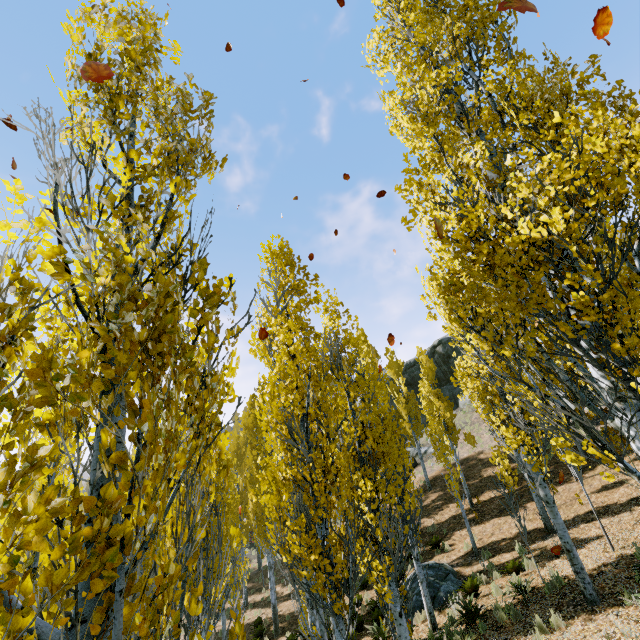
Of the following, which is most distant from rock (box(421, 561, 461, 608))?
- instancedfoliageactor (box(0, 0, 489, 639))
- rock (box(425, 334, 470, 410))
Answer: rock (box(425, 334, 470, 410))

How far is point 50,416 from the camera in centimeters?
239cm

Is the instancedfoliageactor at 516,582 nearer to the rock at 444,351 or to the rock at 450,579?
the rock at 450,579

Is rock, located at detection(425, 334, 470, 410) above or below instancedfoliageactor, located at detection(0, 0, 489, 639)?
above

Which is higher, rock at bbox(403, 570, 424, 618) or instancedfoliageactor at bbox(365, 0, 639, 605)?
instancedfoliageactor at bbox(365, 0, 639, 605)

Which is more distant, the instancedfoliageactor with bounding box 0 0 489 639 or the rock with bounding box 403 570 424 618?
the rock with bounding box 403 570 424 618

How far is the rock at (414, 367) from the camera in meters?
38.5
